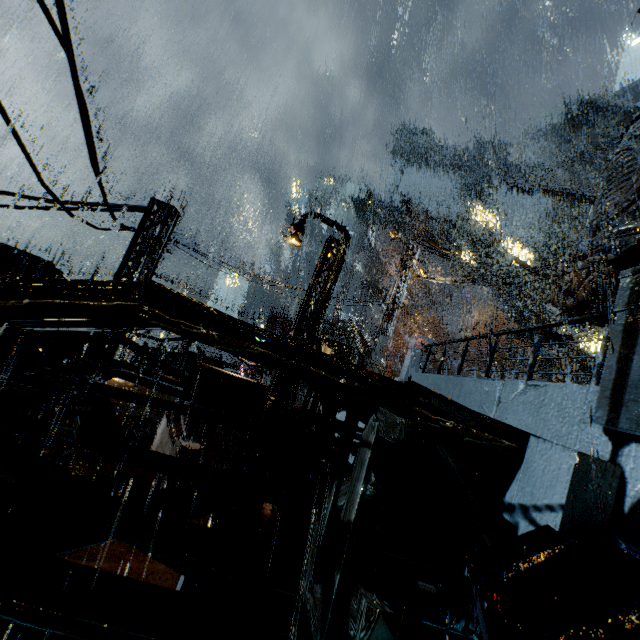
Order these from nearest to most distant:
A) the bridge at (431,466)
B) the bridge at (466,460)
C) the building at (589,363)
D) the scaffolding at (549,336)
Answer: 1. the bridge at (466,460)
2. the bridge at (431,466)
3. the building at (589,363)
4. the scaffolding at (549,336)

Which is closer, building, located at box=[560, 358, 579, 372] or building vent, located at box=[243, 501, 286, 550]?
building vent, located at box=[243, 501, 286, 550]

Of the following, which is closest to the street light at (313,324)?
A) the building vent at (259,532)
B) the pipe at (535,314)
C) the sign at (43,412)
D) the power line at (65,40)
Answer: the building vent at (259,532)

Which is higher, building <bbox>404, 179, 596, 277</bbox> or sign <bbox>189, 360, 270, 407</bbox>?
building <bbox>404, 179, 596, 277</bbox>

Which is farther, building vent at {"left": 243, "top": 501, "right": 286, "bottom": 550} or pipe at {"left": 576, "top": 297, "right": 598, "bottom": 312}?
pipe at {"left": 576, "top": 297, "right": 598, "bottom": 312}

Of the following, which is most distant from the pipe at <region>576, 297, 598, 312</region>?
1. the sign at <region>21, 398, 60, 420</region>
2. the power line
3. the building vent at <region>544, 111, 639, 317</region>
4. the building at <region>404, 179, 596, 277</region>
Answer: the sign at <region>21, 398, 60, 420</region>

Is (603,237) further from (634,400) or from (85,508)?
(85,508)

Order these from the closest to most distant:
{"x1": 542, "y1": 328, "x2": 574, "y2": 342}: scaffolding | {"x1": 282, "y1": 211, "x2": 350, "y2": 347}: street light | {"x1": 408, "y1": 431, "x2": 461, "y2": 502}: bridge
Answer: {"x1": 408, "y1": 431, "x2": 461, "y2": 502}: bridge
{"x1": 282, "y1": 211, "x2": 350, "y2": 347}: street light
{"x1": 542, "y1": 328, "x2": 574, "y2": 342}: scaffolding
